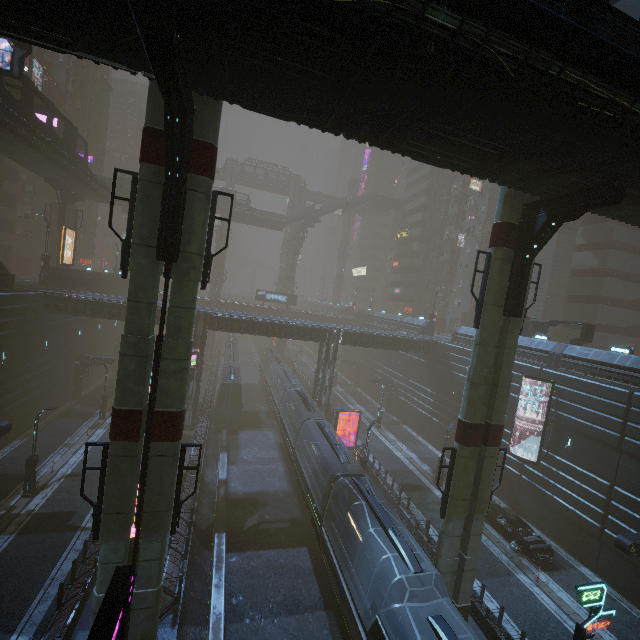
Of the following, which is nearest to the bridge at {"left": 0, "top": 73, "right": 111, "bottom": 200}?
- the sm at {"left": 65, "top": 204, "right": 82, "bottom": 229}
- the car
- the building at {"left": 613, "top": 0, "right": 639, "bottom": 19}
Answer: the sm at {"left": 65, "top": 204, "right": 82, "bottom": 229}

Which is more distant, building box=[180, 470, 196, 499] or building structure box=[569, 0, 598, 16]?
building box=[180, 470, 196, 499]

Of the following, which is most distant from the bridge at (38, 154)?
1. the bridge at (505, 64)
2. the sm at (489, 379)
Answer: the sm at (489, 379)

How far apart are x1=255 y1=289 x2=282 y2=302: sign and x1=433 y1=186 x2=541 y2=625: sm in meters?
47.3 m

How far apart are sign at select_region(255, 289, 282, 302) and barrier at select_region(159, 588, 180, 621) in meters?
47.1

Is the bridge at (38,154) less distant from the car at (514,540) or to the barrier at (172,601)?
the barrier at (172,601)

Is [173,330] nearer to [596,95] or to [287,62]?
[287,62]

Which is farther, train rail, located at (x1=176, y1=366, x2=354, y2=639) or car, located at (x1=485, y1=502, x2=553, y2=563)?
car, located at (x1=485, y1=502, x2=553, y2=563)
